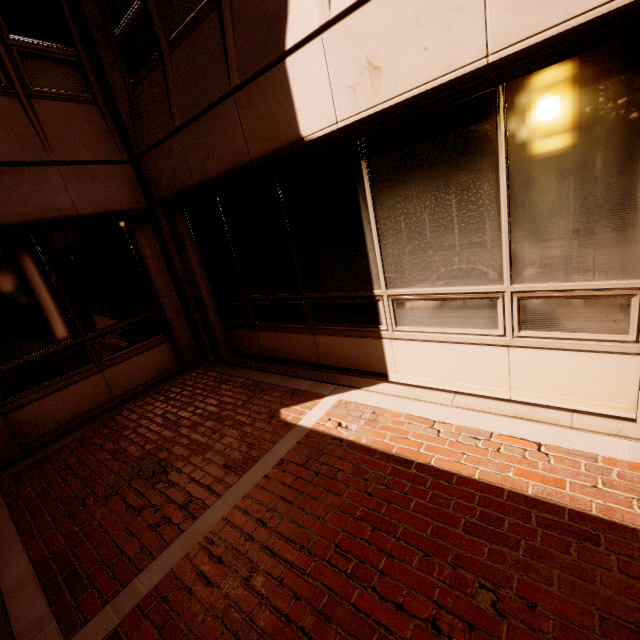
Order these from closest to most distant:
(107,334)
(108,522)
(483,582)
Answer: (483,582)
(108,522)
(107,334)
